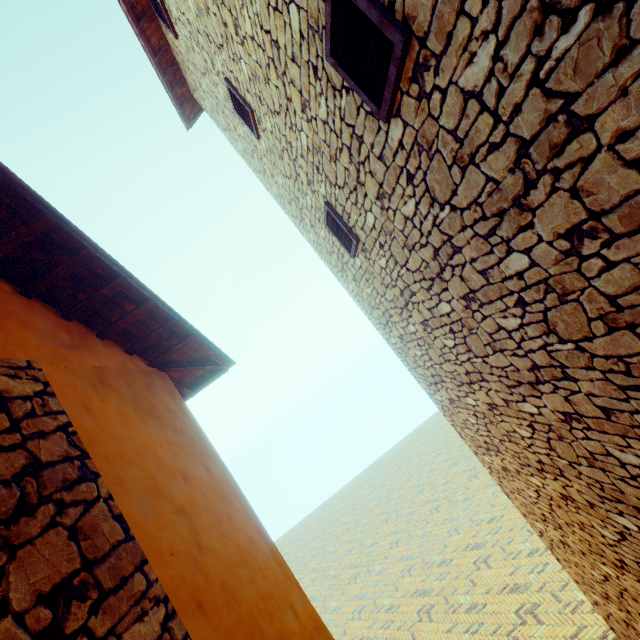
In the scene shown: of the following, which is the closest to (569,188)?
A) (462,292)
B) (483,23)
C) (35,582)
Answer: (483,23)
